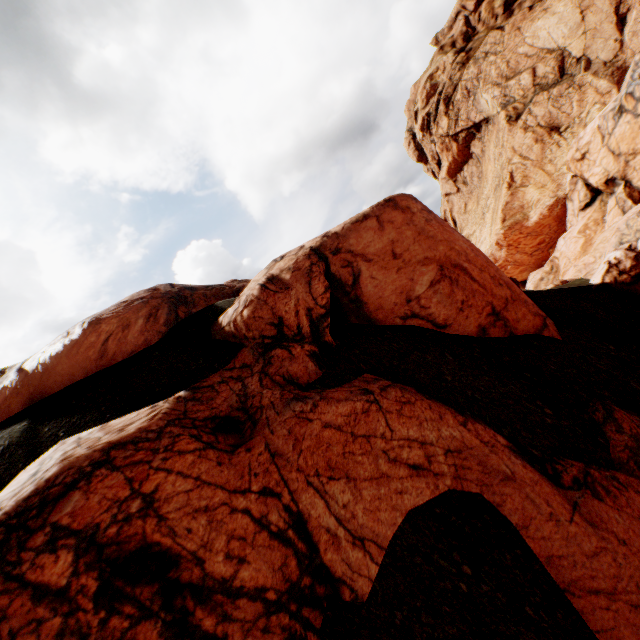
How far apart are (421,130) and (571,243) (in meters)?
22.69
